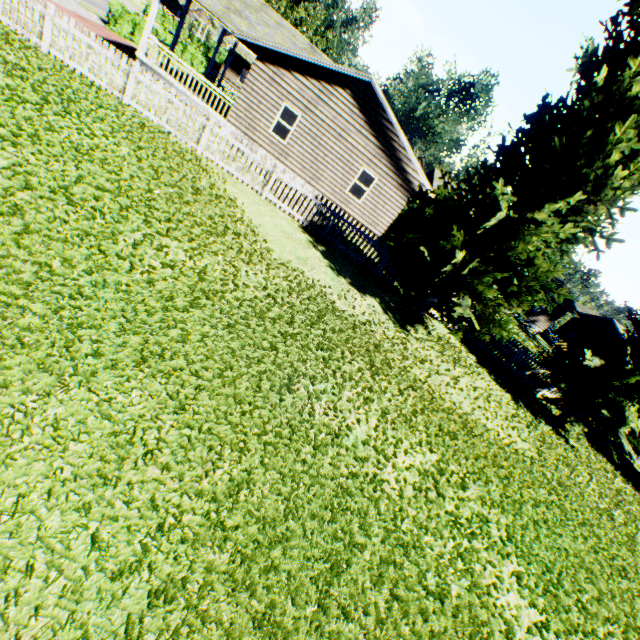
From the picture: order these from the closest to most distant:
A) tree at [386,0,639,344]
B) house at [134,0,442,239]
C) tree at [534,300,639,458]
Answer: tree at [386,0,639,344] < tree at [534,300,639,458] < house at [134,0,442,239]

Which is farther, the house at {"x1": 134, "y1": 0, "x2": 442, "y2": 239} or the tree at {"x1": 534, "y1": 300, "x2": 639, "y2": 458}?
the house at {"x1": 134, "y1": 0, "x2": 442, "y2": 239}

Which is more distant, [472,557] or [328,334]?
[328,334]

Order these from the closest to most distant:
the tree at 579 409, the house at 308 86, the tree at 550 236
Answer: the tree at 550 236
the tree at 579 409
the house at 308 86

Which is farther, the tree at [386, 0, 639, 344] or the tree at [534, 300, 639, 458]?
the tree at [534, 300, 639, 458]

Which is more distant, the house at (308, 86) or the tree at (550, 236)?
the house at (308, 86)
